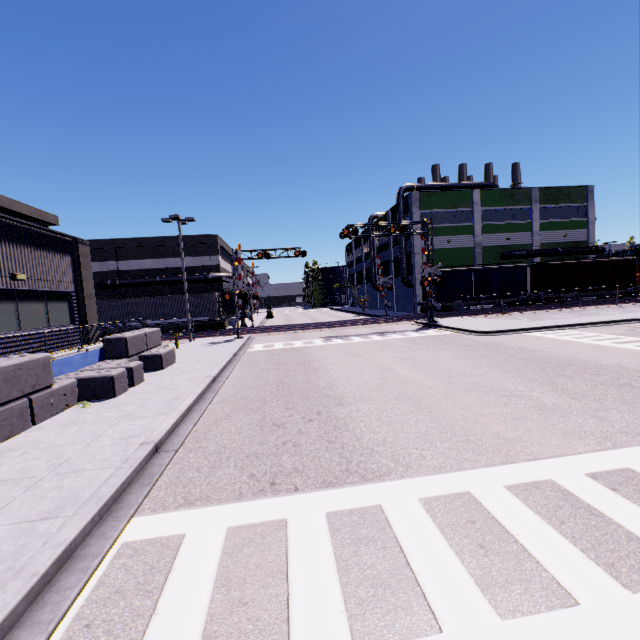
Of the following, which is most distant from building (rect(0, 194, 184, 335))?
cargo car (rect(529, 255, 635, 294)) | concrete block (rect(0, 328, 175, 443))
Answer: cargo car (rect(529, 255, 635, 294))

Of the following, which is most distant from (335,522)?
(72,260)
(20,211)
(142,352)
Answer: (20,211)

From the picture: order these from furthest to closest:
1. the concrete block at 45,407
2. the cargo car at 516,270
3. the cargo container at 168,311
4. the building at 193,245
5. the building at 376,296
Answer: the building at 376,296, the building at 193,245, the cargo car at 516,270, the cargo container at 168,311, the concrete block at 45,407

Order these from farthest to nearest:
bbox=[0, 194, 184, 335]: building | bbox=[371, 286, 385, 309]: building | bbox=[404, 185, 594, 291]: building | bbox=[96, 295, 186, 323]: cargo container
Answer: bbox=[371, 286, 385, 309]: building → bbox=[404, 185, 594, 291]: building → bbox=[96, 295, 186, 323]: cargo container → bbox=[0, 194, 184, 335]: building

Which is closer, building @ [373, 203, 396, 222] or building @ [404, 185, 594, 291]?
building @ [404, 185, 594, 291]

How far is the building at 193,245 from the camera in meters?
36.3

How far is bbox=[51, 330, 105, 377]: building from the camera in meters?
11.0 m
